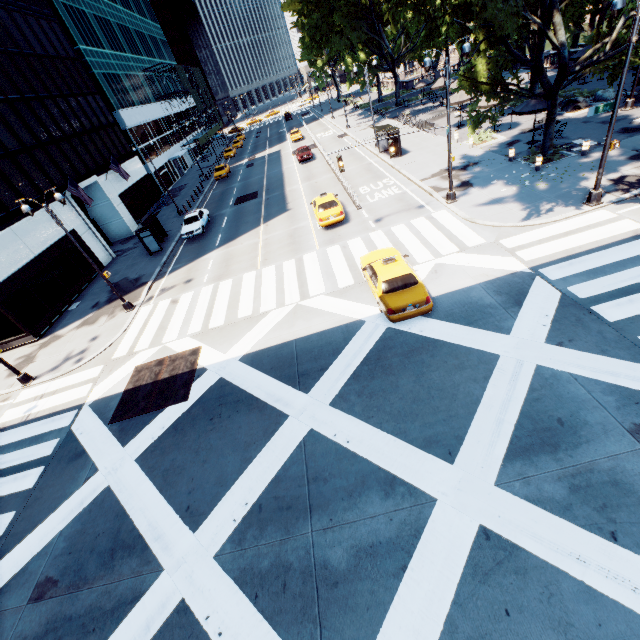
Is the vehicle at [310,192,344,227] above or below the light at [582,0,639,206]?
above

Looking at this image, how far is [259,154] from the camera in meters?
52.5 m

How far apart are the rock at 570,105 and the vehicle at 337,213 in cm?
1988

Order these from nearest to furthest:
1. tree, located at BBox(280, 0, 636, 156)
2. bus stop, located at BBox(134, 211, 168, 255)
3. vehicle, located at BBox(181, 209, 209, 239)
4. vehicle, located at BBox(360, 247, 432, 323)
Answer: vehicle, located at BBox(360, 247, 432, 323) → tree, located at BBox(280, 0, 636, 156) → bus stop, located at BBox(134, 211, 168, 255) → vehicle, located at BBox(181, 209, 209, 239)

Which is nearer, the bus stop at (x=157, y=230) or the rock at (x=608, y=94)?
the rock at (x=608, y=94)

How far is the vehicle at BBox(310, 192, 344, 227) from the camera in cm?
2084

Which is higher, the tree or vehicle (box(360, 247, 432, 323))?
the tree

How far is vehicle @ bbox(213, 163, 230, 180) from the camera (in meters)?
44.28
